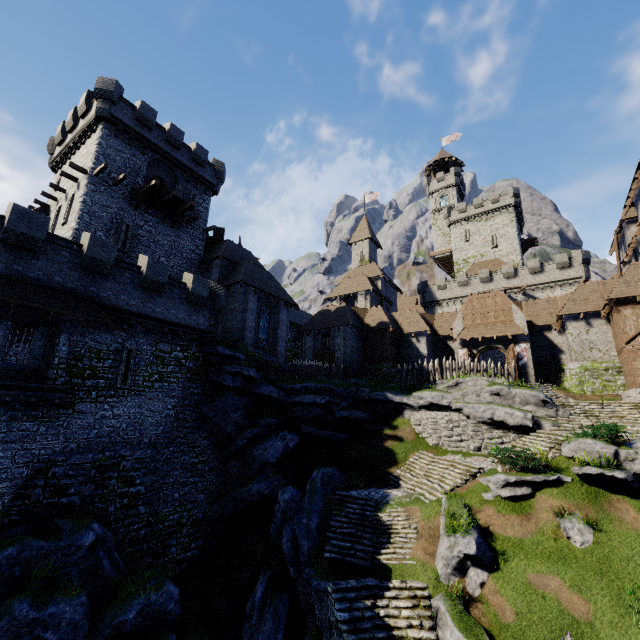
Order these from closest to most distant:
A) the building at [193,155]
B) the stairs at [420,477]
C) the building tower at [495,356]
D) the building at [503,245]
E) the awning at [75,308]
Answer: the awning at [75,308]
the stairs at [420,477]
the building at [193,155]
the building tower at [495,356]
the building at [503,245]

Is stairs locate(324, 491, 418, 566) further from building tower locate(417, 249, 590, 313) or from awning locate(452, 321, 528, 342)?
building tower locate(417, 249, 590, 313)

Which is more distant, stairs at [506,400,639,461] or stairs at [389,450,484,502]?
stairs at [389,450,484,502]

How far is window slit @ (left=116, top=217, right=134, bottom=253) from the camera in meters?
23.6 m

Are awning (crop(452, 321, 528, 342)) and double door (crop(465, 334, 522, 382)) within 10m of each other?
yes

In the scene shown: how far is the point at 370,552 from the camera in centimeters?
1522cm

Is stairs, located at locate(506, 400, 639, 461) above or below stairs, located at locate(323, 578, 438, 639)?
above

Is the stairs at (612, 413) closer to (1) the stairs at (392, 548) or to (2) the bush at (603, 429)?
(2) the bush at (603, 429)
